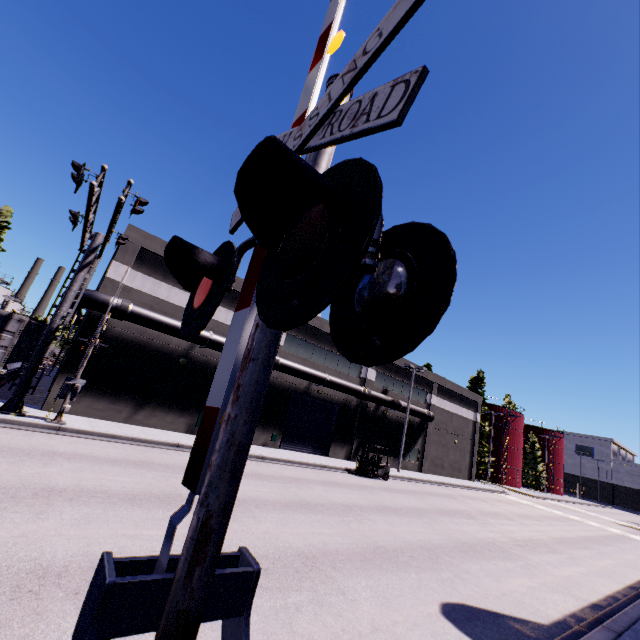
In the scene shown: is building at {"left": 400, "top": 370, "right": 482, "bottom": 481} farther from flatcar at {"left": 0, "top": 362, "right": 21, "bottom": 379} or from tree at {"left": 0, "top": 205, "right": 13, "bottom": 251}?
tree at {"left": 0, "top": 205, "right": 13, "bottom": 251}

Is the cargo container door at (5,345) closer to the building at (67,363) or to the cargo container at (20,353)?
the cargo container at (20,353)

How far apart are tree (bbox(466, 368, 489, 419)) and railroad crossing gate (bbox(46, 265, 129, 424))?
51.1m

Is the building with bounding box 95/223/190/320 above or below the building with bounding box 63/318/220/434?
above

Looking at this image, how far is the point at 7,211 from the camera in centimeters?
4188cm

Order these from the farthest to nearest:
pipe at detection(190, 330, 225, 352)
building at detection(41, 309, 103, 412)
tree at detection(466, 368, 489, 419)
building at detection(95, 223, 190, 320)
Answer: tree at detection(466, 368, 489, 419)
pipe at detection(190, 330, 225, 352)
building at detection(95, 223, 190, 320)
building at detection(41, 309, 103, 412)

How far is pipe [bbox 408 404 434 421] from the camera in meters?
32.3

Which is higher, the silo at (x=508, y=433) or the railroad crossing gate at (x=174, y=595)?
the silo at (x=508, y=433)
